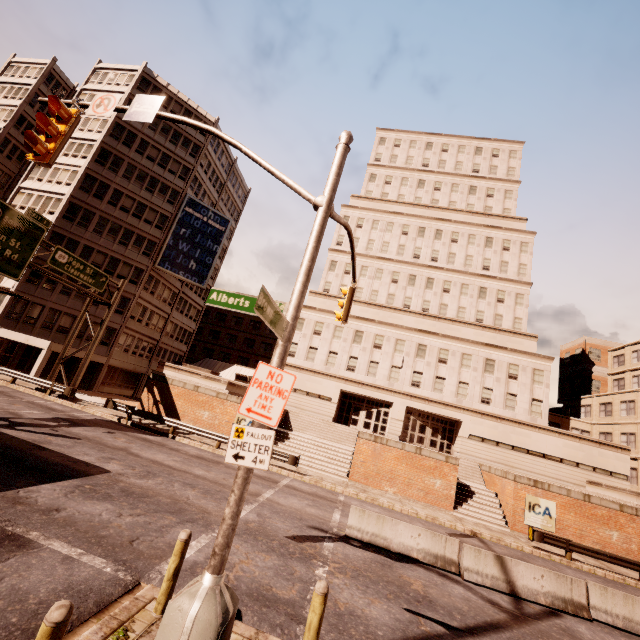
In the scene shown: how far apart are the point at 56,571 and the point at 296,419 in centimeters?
2464cm

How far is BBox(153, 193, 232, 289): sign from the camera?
39.7m

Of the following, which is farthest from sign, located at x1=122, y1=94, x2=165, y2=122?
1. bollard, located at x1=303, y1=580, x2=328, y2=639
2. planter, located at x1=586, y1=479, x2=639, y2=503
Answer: planter, located at x1=586, y1=479, x2=639, y2=503

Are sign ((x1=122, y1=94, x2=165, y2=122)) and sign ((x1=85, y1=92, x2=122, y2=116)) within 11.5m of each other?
yes

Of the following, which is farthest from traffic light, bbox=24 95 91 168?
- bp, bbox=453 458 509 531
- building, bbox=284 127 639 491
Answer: building, bbox=284 127 639 491

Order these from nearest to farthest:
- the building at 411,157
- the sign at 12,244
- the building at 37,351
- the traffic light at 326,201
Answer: the traffic light at 326,201, the sign at 12,244, the building at 37,351, the building at 411,157

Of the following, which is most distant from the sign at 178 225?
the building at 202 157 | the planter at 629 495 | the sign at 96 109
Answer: the planter at 629 495

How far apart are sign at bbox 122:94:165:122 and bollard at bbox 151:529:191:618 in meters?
8.6
